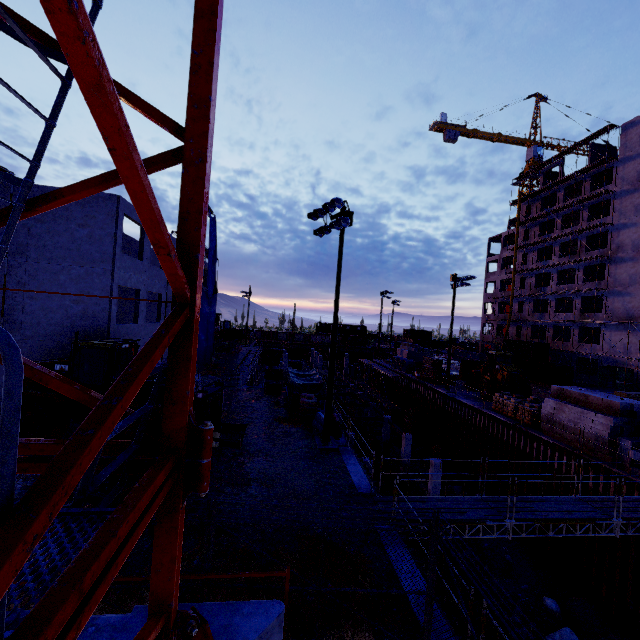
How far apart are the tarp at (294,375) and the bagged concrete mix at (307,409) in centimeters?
194cm

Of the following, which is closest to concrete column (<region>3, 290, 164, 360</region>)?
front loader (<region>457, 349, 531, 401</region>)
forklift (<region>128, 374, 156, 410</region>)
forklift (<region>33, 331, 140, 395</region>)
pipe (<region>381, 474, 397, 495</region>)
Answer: forklift (<region>33, 331, 140, 395</region>)

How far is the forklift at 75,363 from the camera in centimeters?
1338cm

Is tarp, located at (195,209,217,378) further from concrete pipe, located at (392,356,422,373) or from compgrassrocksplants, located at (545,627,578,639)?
compgrassrocksplants, located at (545,627,578,639)

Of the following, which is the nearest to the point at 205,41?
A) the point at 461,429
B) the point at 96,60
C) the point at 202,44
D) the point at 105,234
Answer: the point at 202,44

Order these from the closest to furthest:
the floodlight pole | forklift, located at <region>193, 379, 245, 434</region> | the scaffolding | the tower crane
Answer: the tower crane
the scaffolding
forklift, located at <region>193, 379, 245, 434</region>
the floodlight pole

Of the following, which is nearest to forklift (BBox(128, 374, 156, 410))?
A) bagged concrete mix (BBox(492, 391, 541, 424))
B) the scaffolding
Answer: the scaffolding

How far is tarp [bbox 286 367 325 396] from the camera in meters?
21.0 m
